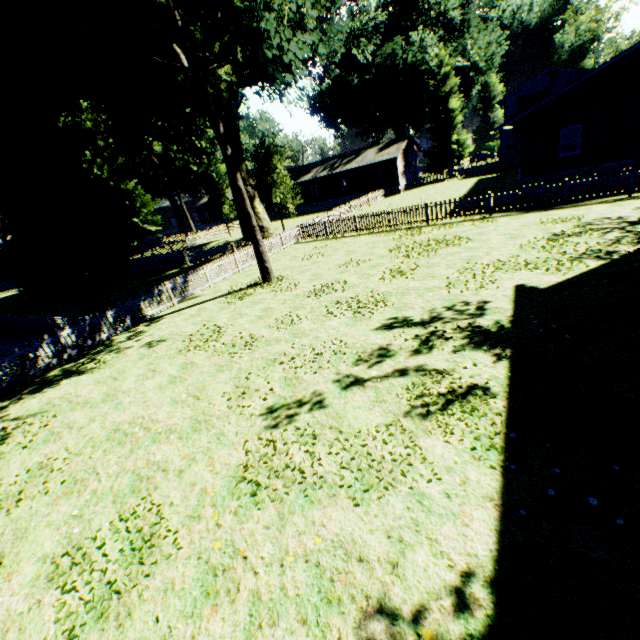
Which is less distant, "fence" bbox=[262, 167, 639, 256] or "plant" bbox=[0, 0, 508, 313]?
"plant" bbox=[0, 0, 508, 313]

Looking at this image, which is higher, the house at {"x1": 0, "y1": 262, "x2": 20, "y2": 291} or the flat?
the flat

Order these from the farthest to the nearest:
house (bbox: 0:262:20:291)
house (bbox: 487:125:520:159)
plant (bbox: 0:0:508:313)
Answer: house (bbox: 0:262:20:291), house (bbox: 487:125:520:159), plant (bbox: 0:0:508:313)

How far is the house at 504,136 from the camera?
38.7 meters

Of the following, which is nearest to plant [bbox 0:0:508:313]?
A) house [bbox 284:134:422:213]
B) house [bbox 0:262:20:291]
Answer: house [bbox 284:134:422:213]

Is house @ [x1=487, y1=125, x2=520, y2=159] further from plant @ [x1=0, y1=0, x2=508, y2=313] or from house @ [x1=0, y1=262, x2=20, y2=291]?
house @ [x1=0, y1=262, x2=20, y2=291]

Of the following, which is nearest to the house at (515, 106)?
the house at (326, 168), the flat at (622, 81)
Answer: the flat at (622, 81)

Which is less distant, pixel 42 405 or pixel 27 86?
pixel 42 405
